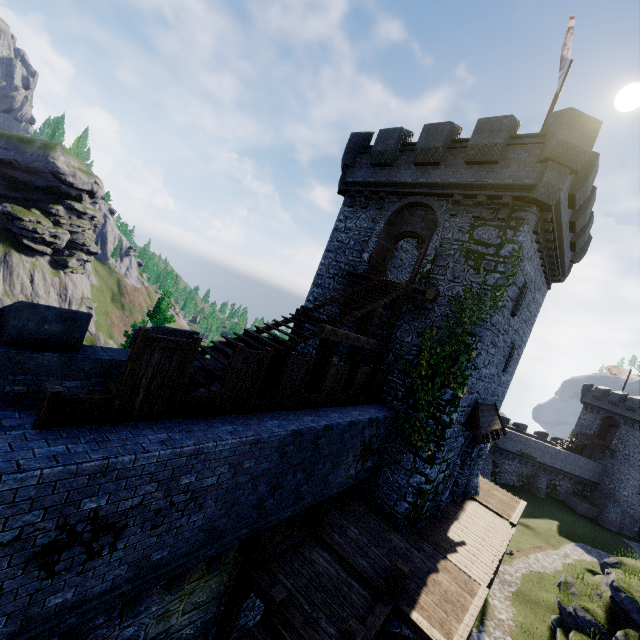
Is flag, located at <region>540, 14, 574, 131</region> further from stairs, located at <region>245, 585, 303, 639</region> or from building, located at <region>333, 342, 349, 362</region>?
stairs, located at <region>245, 585, 303, 639</region>

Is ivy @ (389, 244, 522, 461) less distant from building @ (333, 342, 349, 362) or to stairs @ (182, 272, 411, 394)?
building @ (333, 342, 349, 362)

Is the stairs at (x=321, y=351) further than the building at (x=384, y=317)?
No

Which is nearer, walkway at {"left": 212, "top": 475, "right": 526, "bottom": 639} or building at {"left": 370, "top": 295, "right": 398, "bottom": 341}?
walkway at {"left": 212, "top": 475, "right": 526, "bottom": 639}

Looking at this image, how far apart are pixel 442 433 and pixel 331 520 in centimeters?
539cm

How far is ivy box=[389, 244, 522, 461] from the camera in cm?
1259

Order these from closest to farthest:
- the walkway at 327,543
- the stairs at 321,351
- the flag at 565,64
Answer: the walkway at 327,543 → the stairs at 321,351 → the flag at 565,64

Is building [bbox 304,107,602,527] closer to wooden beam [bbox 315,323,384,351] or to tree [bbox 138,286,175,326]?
wooden beam [bbox 315,323,384,351]
